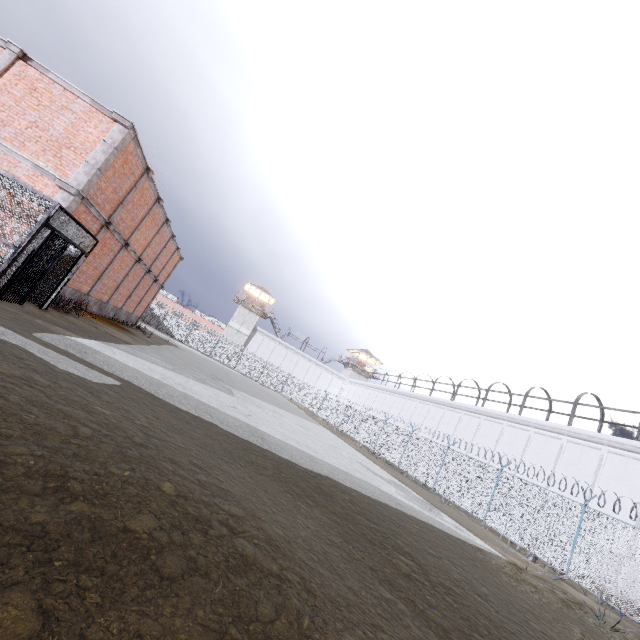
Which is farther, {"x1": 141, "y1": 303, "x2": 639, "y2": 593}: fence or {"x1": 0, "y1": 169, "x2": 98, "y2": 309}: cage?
{"x1": 141, "y1": 303, "x2": 639, "y2": 593}: fence

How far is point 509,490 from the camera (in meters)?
15.84

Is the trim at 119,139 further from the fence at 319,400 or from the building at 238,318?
the building at 238,318

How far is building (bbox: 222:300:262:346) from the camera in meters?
54.9 m

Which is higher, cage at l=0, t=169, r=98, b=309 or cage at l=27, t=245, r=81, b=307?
cage at l=0, t=169, r=98, b=309

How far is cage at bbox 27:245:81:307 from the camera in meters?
10.5 m

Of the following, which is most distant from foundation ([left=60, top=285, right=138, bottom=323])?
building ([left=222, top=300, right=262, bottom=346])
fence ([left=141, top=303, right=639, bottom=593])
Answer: building ([left=222, top=300, right=262, bottom=346])

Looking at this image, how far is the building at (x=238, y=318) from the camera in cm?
5494
